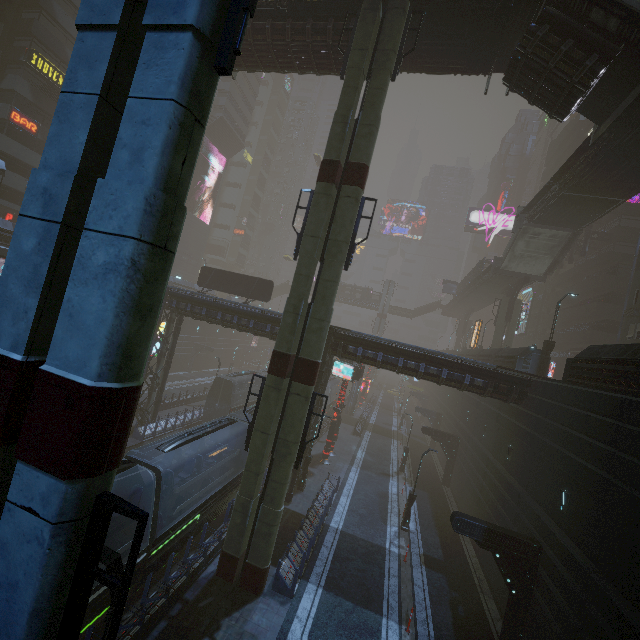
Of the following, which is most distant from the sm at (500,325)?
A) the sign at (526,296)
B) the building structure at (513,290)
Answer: the sign at (526,296)

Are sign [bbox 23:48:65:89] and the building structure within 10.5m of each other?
no

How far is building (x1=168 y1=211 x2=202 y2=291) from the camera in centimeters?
4550cm

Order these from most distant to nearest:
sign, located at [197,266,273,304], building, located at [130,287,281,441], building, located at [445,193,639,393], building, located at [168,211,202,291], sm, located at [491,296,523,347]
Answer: building, located at [168,211,202,291] → sm, located at [491,296,523,347] → sign, located at [197,266,273,304] → building, located at [130,287,281,441] → building, located at [445,193,639,393]

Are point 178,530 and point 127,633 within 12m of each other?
yes

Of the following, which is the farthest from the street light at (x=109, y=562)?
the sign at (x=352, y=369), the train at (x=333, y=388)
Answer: the train at (x=333, y=388)

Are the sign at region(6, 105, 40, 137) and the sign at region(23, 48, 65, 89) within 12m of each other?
yes

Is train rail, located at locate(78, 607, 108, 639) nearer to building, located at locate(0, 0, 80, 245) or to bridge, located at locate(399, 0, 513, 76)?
building, located at locate(0, 0, 80, 245)
